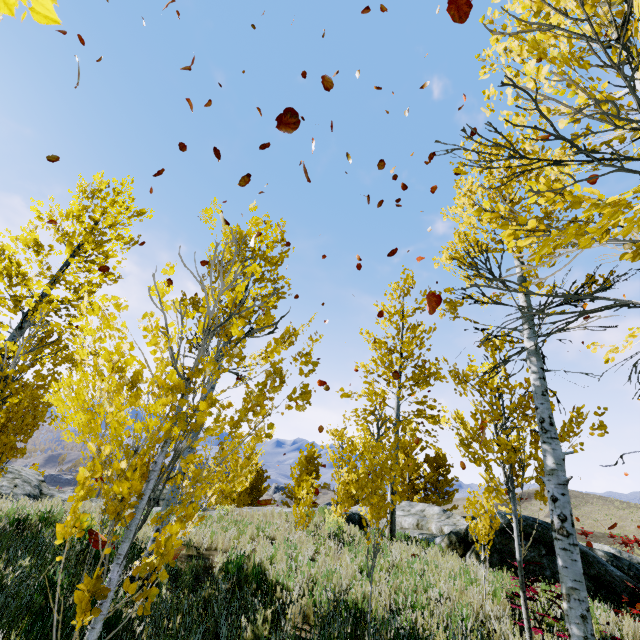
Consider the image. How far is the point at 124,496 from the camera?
1.82m

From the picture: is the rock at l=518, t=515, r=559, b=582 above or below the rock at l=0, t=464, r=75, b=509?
above

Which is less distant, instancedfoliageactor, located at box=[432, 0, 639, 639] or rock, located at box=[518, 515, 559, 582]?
instancedfoliageactor, located at box=[432, 0, 639, 639]

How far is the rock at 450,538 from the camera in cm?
924

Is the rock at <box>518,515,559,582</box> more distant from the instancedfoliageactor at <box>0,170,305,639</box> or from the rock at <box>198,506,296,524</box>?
the rock at <box>198,506,296,524</box>

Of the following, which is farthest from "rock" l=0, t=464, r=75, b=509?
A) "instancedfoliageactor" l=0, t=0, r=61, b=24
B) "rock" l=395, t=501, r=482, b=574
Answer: "rock" l=395, t=501, r=482, b=574

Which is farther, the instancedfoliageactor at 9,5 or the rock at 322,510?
the rock at 322,510
